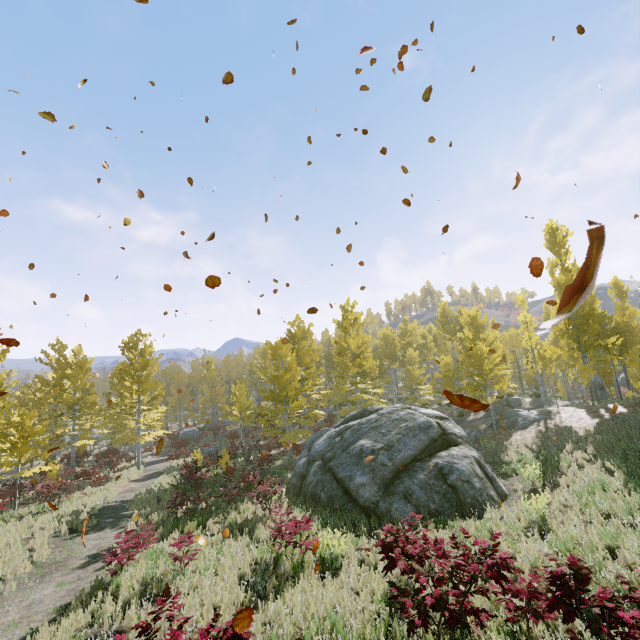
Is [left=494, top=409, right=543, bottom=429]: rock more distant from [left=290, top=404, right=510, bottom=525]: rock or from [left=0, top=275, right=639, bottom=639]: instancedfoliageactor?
[left=290, top=404, right=510, bottom=525]: rock

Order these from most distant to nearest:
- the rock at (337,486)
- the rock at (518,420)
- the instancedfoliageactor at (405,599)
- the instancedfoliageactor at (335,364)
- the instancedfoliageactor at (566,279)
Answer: the instancedfoliageactor at (566,279)
the rock at (518,420)
the rock at (337,486)
the instancedfoliageactor at (335,364)
the instancedfoliageactor at (405,599)

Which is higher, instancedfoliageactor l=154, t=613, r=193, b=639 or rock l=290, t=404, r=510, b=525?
instancedfoliageactor l=154, t=613, r=193, b=639

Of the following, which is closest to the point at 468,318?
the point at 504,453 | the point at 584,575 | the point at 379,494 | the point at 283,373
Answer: the point at 504,453

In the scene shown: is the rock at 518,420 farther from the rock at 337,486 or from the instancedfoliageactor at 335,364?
the rock at 337,486

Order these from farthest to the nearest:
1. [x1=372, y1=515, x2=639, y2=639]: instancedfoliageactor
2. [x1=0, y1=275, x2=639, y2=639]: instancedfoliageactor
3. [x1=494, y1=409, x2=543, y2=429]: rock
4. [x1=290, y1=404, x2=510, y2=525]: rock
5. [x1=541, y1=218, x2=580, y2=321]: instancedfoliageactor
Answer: [x1=541, y1=218, x2=580, y2=321]: instancedfoliageactor, [x1=494, y1=409, x2=543, y2=429]: rock, [x1=290, y1=404, x2=510, y2=525]: rock, [x1=0, y1=275, x2=639, y2=639]: instancedfoliageactor, [x1=372, y1=515, x2=639, y2=639]: instancedfoliageactor

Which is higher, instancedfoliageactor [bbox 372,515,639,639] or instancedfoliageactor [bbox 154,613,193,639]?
instancedfoliageactor [bbox 154,613,193,639]
